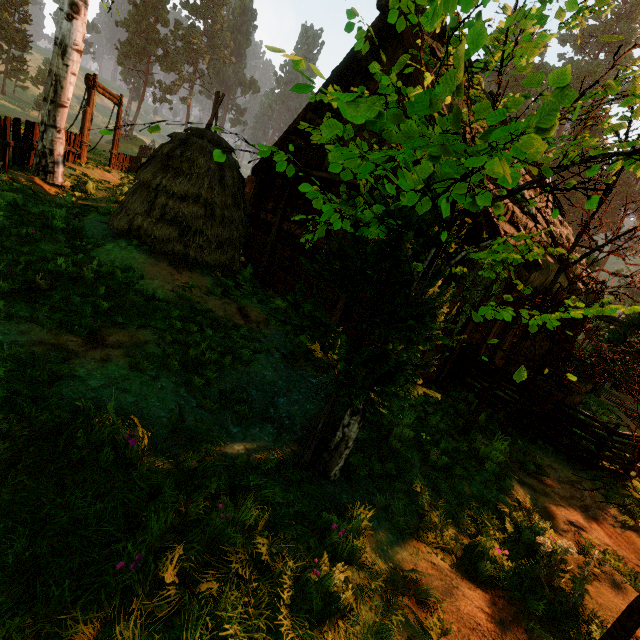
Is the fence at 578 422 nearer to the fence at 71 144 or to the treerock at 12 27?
the treerock at 12 27

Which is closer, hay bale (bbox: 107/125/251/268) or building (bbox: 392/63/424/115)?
building (bbox: 392/63/424/115)

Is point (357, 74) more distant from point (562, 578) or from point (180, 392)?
point (562, 578)

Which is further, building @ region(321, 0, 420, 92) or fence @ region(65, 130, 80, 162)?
fence @ region(65, 130, 80, 162)

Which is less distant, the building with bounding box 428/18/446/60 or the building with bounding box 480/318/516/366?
the building with bounding box 428/18/446/60

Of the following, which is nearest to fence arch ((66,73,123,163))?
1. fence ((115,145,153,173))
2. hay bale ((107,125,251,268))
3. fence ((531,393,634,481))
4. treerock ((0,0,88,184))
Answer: fence ((115,145,153,173))

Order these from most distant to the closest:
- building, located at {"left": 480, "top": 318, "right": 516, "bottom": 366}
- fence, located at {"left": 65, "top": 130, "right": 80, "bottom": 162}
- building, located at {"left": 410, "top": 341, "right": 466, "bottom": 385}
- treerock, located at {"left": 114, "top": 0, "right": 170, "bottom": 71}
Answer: treerock, located at {"left": 114, "top": 0, "right": 170, "bottom": 71}
fence, located at {"left": 65, "top": 130, "right": 80, "bottom": 162}
building, located at {"left": 480, "top": 318, "right": 516, "bottom": 366}
building, located at {"left": 410, "top": 341, "right": 466, "bottom": 385}

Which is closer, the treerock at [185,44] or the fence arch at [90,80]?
the fence arch at [90,80]
